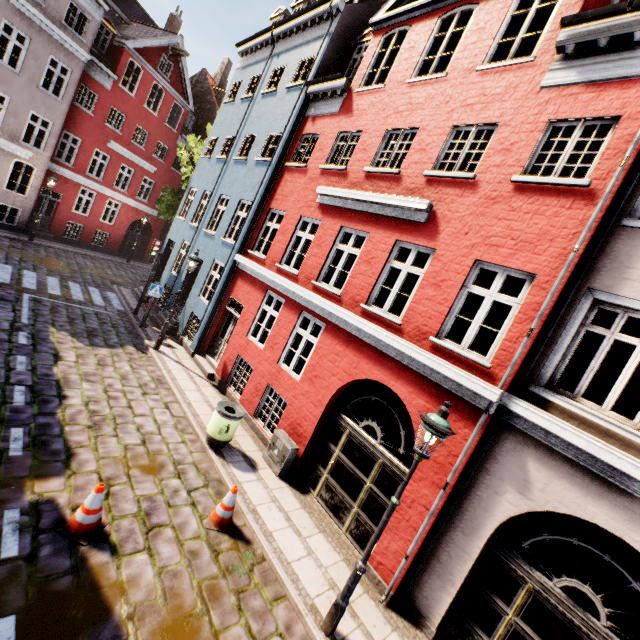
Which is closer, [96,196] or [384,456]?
→ [384,456]

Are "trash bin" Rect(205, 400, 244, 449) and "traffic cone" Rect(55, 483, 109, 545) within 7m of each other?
yes

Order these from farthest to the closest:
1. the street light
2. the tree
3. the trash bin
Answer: the tree, the trash bin, the street light

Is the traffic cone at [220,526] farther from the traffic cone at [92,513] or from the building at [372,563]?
the building at [372,563]

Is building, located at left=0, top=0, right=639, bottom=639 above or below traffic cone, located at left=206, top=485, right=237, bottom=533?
above

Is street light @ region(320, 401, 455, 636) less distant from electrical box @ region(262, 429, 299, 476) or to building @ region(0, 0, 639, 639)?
building @ region(0, 0, 639, 639)

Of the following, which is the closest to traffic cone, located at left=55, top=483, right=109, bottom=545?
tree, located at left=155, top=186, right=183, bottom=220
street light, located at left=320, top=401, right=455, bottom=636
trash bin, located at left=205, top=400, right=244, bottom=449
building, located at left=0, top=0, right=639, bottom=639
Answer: trash bin, located at left=205, top=400, right=244, bottom=449

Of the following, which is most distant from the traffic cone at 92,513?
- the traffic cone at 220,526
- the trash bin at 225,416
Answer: the trash bin at 225,416
